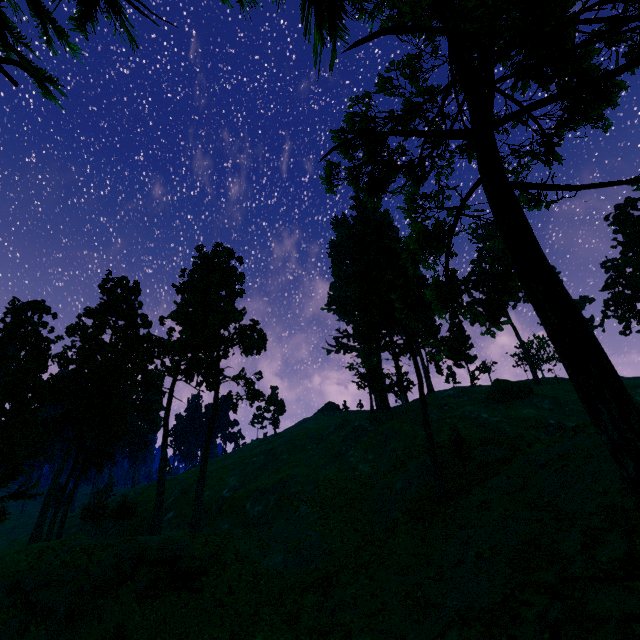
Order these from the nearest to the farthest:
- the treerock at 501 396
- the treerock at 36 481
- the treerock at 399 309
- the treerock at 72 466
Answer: the treerock at 399 309, the treerock at 72 466, the treerock at 501 396, the treerock at 36 481

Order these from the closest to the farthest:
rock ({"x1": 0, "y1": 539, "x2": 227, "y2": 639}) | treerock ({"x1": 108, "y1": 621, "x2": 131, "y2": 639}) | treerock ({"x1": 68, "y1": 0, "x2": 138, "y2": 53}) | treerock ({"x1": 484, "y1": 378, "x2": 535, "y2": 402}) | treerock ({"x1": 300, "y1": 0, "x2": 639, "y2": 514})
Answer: treerock ({"x1": 300, "y1": 0, "x2": 639, "y2": 514}), treerock ({"x1": 108, "y1": 621, "x2": 131, "y2": 639}), treerock ({"x1": 68, "y1": 0, "x2": 138, "y2": 53}), rock ({"x1": 0, "y1": 539, "x2": 227, "y2": 639}), treerock ({"x1": 484, "y1": 378, "x2": 535, "y2": 402})

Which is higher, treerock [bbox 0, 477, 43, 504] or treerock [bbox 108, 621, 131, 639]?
treerock [bbox 0, 477, 43, 504]

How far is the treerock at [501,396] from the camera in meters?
42.4

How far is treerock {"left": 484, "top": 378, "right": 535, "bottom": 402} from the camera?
42.4 meters

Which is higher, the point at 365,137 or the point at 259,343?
the point at 259,343

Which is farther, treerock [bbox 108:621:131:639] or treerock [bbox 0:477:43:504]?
treerock [bbox 0:477:43:504]
